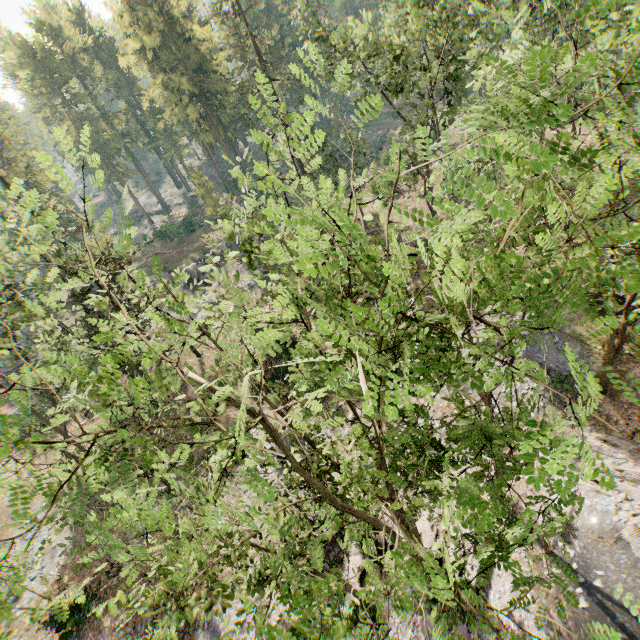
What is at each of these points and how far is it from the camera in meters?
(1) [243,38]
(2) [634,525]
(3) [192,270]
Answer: (1) foliage, 51.2
(2) foliage, 14.5
(3) rock, 39.6

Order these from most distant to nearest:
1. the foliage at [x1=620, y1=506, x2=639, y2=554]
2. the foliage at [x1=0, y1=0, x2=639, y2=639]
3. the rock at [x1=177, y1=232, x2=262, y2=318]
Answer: the rock at [x1=177, y1=232, x2=262, y2=318] < the foliage at [x1=620, y1=506, x2=639, y2=554] < the foliage at [x1=0, y1=0, x2=639, y2=639]

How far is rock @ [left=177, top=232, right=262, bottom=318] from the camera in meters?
38.7 m

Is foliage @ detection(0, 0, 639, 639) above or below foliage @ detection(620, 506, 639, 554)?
above

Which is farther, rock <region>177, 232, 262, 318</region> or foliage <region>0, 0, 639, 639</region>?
rock <region>177, 232, 262, 318</region>

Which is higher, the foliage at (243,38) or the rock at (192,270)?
the foliage at (243,38)

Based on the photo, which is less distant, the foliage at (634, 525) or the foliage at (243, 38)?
the foliage at (243, 38)

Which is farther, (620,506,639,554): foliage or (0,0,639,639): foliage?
(620,506,639,554): foliage
